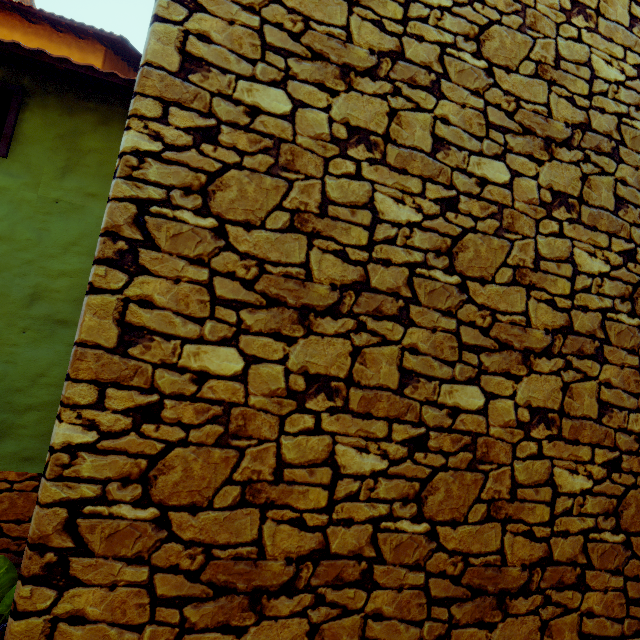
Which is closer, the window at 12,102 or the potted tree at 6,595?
the potted tree at 6,595

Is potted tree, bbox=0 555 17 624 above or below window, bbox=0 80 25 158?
below

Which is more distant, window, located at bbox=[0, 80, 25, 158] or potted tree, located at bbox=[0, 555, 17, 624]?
window, located at bbox=[0, 80, 25, 158]

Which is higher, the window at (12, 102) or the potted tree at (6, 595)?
the window at (12, 102)

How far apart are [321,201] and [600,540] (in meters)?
2.40
